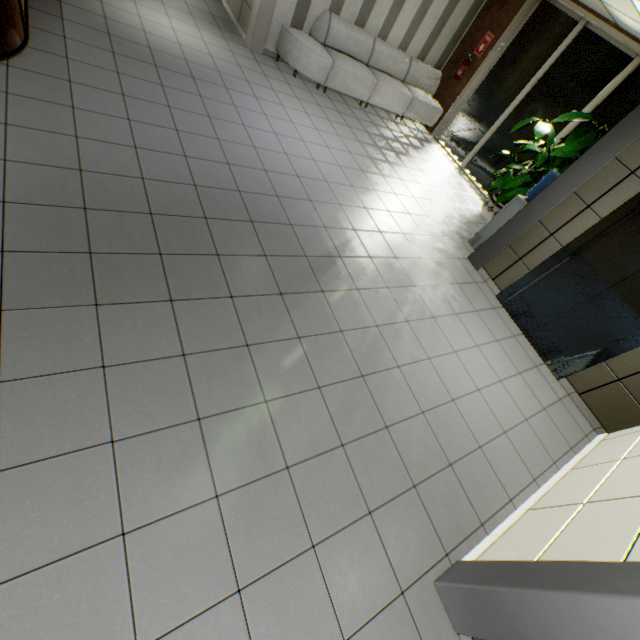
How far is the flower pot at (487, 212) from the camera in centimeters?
668cm

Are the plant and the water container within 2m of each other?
yes

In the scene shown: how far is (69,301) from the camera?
2.25m

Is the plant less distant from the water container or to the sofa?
the water container

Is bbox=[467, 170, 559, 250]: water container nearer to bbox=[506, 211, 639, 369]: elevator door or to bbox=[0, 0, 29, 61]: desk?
bbox=[506, 211, 639, 369]: elevator door

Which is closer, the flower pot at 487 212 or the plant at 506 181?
the plant at 506 181

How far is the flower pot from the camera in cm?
668

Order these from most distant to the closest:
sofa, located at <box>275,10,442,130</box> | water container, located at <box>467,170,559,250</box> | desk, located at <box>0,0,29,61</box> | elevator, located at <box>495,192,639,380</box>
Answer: sofa, located at <box>275,10,442,130</box>, water container, located at <box>467,170,559,250</box>, elevator, located at <box>495,192,639,380</box>, desk, located at <box>0,0,29,61</box>
